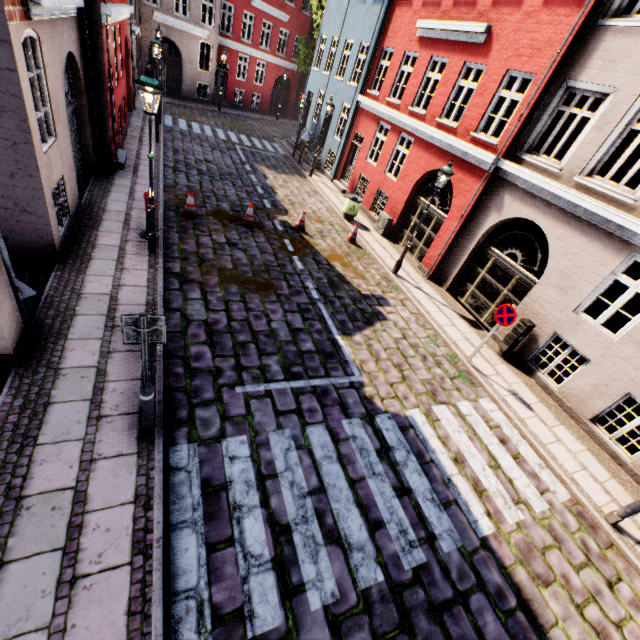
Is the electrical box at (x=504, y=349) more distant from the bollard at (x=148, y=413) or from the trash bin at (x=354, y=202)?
the bollard at (x=148, y=413)

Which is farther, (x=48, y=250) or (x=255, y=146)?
(x=255, y=146)

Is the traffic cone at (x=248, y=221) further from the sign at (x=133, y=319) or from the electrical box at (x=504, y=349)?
the electrical box at (x=504, y=349)

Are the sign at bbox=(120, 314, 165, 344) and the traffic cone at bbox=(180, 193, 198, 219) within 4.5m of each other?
no

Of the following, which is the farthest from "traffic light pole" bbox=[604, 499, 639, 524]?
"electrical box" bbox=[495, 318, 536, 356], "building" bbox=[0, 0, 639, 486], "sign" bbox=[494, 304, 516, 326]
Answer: "electrical box" bbox=[495, 318, 536, 356]

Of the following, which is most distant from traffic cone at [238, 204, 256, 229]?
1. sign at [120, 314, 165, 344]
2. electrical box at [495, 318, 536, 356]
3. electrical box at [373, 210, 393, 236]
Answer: electrical box at [495, 318, 536, 356]

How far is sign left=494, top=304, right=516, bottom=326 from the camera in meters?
7.6 m

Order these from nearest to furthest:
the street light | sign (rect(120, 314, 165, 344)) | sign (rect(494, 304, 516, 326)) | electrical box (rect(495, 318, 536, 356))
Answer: sign (rect(120, 314, 165, 344)) < sign (rect(494, 304, 516, 326)) < electrical box (rect(495, 318, 536, 356)) < the street light
